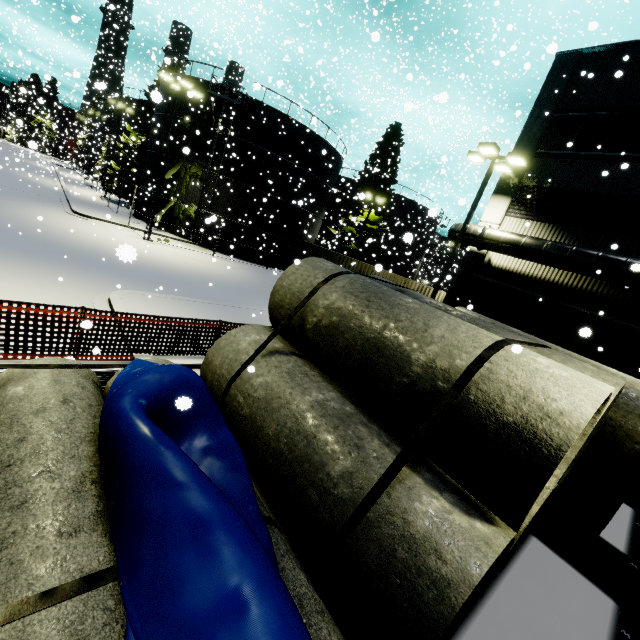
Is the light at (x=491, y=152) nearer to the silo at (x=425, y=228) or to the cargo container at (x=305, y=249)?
the cargo container at (x=305, y=249)

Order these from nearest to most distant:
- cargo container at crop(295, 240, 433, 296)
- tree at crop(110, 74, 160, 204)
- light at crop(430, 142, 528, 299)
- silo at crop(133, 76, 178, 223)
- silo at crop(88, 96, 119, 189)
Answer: light at crop(430, 142, 528, 299) → cargo container at crop(295, 240, 433, 296) → silo at crop(133, 76, 178, 223) → tree at crop(110, 74, 160, 204) → silo at crop(88, 96, 119, 189)

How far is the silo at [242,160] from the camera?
24.86m

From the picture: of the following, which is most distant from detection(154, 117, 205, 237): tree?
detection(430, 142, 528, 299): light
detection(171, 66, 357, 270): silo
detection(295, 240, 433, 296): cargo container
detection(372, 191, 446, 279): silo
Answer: detection(430, 142, 528, 299): light

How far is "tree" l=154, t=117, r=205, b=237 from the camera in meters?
25.3 m

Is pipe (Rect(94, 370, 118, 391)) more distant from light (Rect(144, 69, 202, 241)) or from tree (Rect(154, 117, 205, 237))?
light (Rect(144, 69, 202, 241))

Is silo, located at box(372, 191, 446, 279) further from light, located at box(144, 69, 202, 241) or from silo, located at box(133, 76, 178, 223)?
light, located at box(144, 69, 202, 241)

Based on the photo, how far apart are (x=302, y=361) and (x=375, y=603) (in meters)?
3.51
